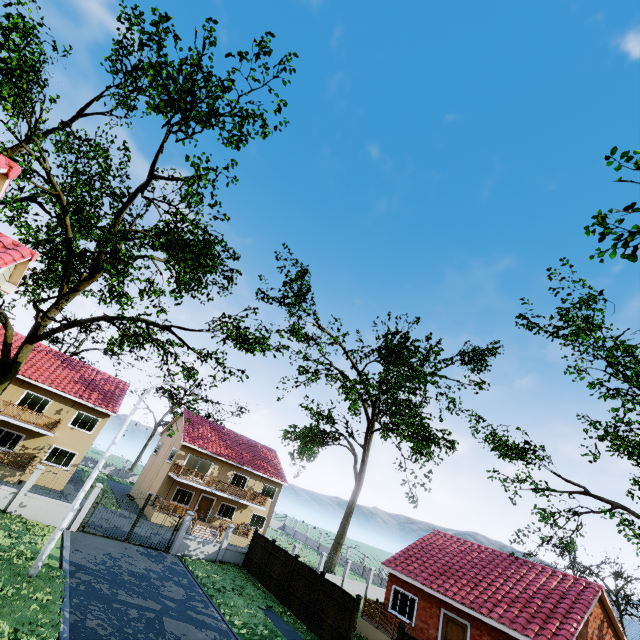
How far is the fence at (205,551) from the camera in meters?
21.9 m

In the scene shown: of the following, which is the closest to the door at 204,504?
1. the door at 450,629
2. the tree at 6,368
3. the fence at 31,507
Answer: the fence at 31,507

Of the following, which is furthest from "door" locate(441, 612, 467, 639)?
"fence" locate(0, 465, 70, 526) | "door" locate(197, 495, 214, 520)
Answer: "door" locate(197, 495, 214, 520)

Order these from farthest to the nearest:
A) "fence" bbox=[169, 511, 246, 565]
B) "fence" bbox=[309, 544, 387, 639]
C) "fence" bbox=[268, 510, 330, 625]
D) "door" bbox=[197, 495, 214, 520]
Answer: "door" bbox=[197, 495, 214, 520], "fence" bbox=[169, 511, 246, 565], "fence" bbox=[268, 510, 330, 625], "fence" bbox=[309, 544, 387, 639]

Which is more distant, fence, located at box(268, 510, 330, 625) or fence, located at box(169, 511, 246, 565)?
fence, located at box(169, 511, 246, 565)

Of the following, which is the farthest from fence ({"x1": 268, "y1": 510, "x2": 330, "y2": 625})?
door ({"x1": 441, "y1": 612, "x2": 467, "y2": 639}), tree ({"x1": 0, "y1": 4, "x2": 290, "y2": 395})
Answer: door ({"x1": 441, "y1": 612, "x2": 467, "y2": 639})

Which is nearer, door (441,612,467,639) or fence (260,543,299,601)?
door (441,612,467,639)

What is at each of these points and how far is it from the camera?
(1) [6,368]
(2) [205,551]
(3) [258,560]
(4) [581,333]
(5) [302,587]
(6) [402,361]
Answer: (1) tree, 16.1m
(2) fence, 22.7m
(3) fence, 23.0m
(4) tree, 20.6m
(5) fence, 18.9m
(6) tree, 36.6m
